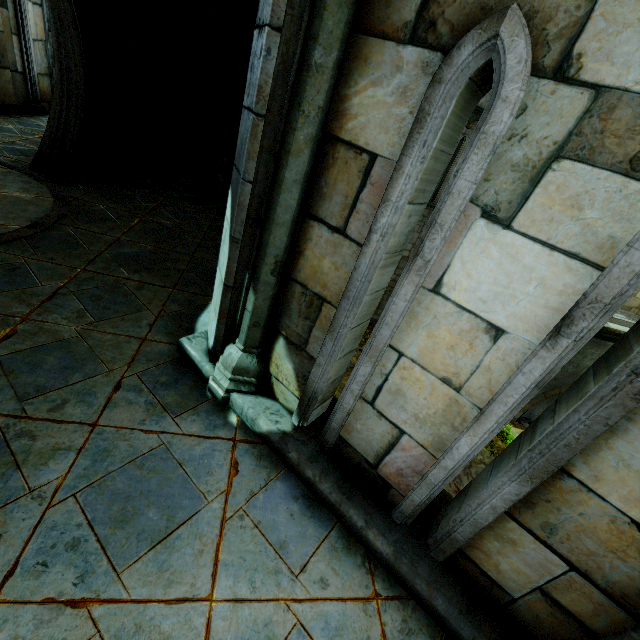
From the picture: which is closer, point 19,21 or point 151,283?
point 151,283
